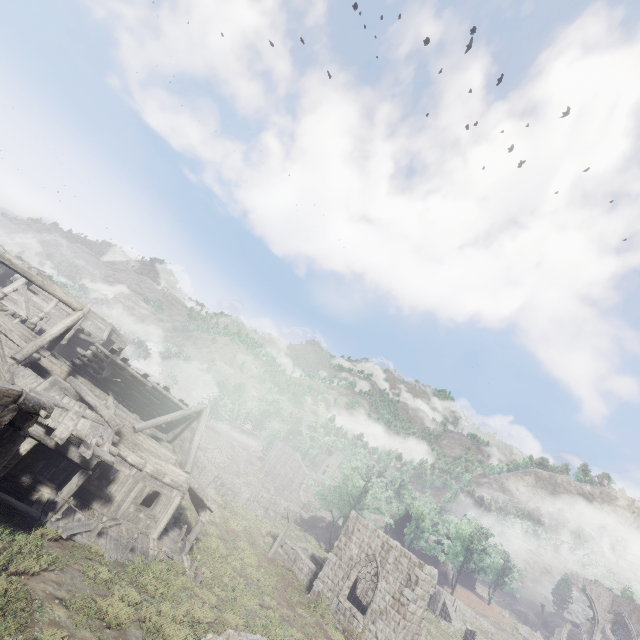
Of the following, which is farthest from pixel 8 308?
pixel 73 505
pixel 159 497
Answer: pixel 159 497

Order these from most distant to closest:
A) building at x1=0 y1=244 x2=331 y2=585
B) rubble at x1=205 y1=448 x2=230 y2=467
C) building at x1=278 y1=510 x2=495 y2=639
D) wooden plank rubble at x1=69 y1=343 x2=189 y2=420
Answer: rubble at x1=205 y1=448 x2=230 y2=467
wooden plank rubble at x1=69 y1=343 x2=189 y2=420
building at x1=278 y1=510 x2=495 y2=639
building at x1=0 y1=244 x2=331 y2=585

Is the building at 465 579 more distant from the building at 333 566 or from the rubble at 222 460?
the rubble at 222 460

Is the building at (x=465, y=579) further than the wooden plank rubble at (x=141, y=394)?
Yes

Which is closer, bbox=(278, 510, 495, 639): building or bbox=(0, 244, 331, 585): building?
bbox=(0, 244, 331, 585): building

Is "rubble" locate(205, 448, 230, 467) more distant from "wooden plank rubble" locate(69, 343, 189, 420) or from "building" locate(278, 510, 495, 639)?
"wooden plank rubble" locate(69, 343, 189, 420)

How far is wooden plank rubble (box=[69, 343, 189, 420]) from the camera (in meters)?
19.72

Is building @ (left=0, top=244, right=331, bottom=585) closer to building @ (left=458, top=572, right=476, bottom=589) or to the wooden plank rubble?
the wooden plank rubble
